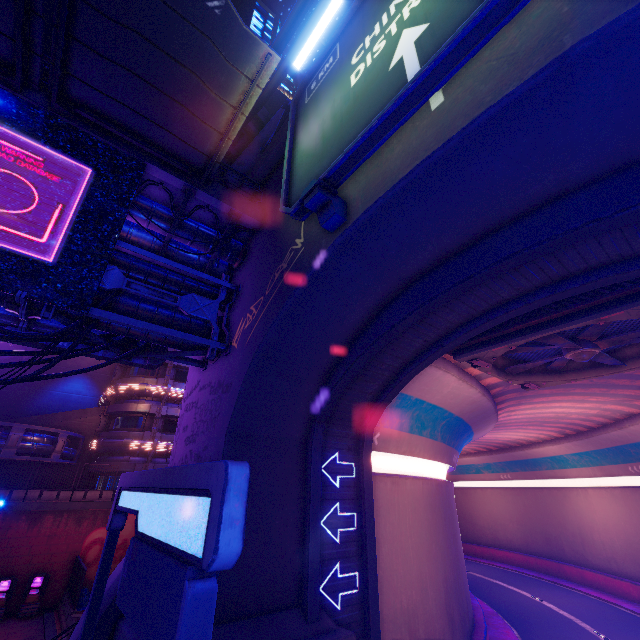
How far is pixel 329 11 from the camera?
8.39m

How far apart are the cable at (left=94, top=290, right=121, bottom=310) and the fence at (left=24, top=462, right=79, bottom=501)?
21.0m

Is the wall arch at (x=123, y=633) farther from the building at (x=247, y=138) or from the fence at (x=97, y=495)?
the fence at (x=97, y=495)

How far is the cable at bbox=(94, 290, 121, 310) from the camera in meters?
8.2 m

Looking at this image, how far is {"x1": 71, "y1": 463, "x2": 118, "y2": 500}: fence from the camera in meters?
23.2

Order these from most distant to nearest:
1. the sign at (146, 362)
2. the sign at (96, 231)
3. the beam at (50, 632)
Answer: the beam at (50, 632) < the sign at (146, 362) < the sign at (96, 231)
